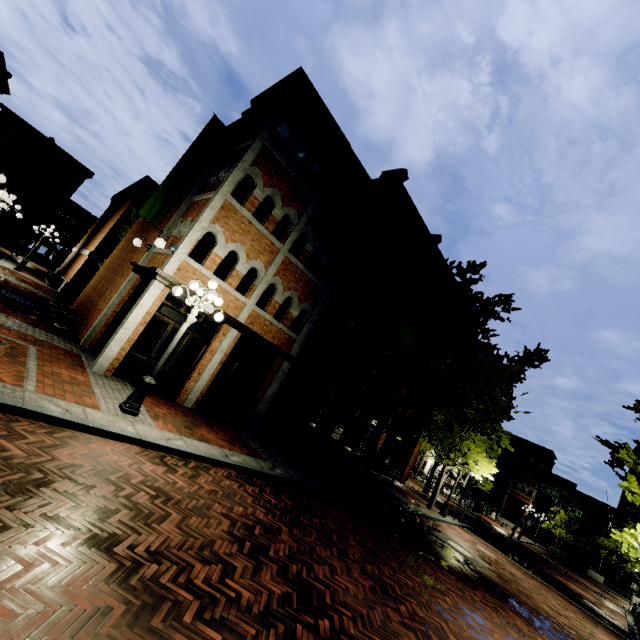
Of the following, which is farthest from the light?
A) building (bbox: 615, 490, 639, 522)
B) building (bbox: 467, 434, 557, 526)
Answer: building (bbox: 615, 490, 639, 522)

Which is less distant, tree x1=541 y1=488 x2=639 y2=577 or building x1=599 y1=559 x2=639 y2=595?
tree x1=541 y1=488 x2=639 y2=577

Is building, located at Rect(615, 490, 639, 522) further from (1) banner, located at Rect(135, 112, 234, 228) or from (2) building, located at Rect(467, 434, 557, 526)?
(1) banner, located at Rect(135, 112, 234, 228)

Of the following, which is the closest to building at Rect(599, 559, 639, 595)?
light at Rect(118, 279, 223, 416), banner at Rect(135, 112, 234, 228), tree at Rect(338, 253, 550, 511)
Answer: tree at Rect(338, 253, 550, 511)

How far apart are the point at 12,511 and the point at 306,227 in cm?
1157

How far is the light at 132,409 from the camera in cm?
740

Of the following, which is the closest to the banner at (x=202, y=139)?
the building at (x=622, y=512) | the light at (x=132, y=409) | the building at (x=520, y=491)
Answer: the light at (x=132, y=409)

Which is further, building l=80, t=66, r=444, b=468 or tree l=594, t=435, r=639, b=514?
tree l=594, t=435, r=639, b=514
